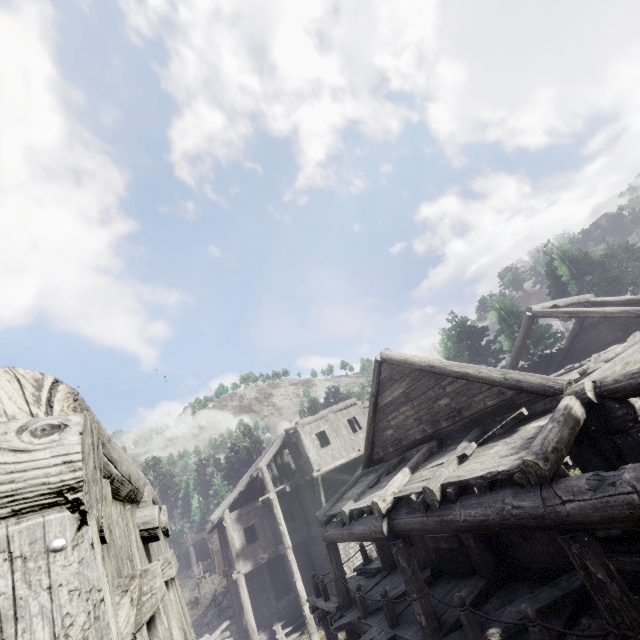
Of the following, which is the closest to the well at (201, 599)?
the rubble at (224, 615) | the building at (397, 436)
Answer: the rubble at (224, 615)

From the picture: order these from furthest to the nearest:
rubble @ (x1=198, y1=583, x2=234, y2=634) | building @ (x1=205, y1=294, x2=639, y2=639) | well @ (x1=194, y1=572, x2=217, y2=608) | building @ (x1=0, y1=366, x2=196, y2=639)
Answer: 1. well @ (x1=194, y1=572, x2=217, y2=608)
2. rubble @ (x1=198, y1=583, x2=234, y2=634)
3. building @ (x1=205, y1=294, x2=639, y2=639)
4. building @ (x1=0, y1=366, x2=196, y2=639)

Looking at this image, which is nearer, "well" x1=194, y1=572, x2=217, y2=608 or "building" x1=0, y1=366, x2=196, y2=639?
"building" x1=0, y1=366, x2=196, y2=639

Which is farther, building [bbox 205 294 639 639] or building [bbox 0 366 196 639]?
building [bbox 205 294 639 639]

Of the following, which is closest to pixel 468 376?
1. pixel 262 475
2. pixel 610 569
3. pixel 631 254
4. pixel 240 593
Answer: pixel 610 569

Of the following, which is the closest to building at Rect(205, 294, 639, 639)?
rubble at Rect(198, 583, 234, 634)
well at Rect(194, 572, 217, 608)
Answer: rubble at Rect(198, 583, 234, 634)

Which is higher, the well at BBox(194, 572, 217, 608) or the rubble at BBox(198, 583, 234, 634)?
the well at BBox(194, 572, 217, 608)
